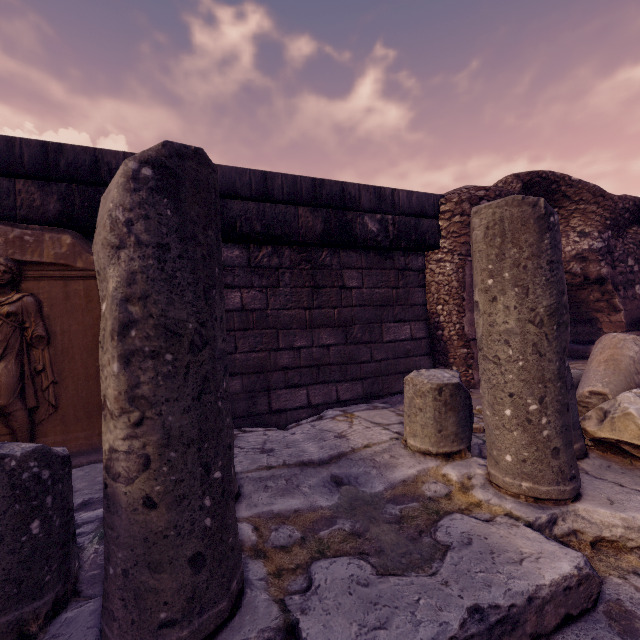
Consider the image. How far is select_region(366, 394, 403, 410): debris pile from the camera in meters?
3.2

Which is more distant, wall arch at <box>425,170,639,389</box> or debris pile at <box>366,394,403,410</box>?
wall arch at <box>425,170,639,389</box>

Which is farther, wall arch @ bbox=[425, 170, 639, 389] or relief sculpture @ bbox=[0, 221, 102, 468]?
wall arch @ bbox=[425, 170, 639, 389]

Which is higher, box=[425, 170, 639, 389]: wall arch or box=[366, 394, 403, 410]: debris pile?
box=[425, 170, 639, 389]: wall arch

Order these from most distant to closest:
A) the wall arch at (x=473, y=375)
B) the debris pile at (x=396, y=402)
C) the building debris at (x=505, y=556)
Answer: the wall arch at (x=473, y=375) → the debris pile at (x=396, y=402) → the building debris at (x=505, y=556)

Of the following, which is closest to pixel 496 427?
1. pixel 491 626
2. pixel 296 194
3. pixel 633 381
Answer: pixel 491 626

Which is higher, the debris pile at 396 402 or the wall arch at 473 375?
the wall arch at 473 375

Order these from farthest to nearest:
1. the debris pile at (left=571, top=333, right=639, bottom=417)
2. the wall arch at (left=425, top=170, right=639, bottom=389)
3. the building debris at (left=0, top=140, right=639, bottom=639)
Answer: the wall arch at (left=425, top=170, right=639, bottom=389) → the debris pile at (left=571, top=333, right=639, bottom=417) → the building debris at (left=0, top=140, right=639, bottom=639)
